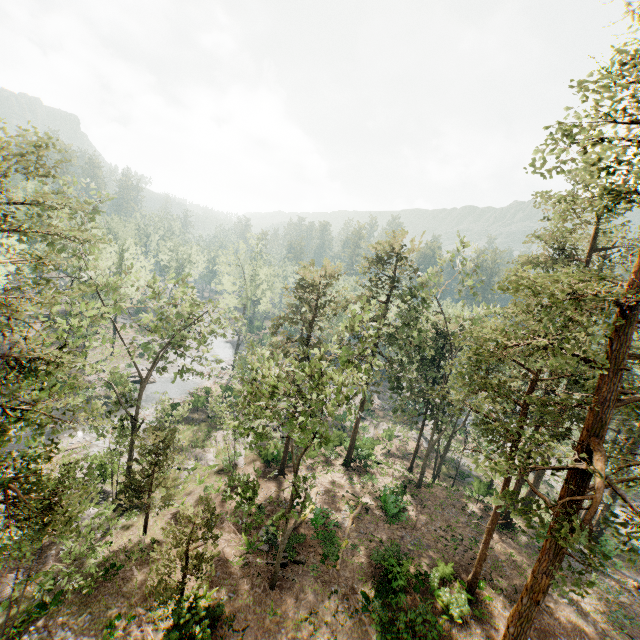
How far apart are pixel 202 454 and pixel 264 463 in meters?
6.3 m

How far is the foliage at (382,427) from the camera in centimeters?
4253cm

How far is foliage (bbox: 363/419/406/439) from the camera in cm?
4253

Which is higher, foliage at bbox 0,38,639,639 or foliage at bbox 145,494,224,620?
foliage at bbox 0,38,639,639

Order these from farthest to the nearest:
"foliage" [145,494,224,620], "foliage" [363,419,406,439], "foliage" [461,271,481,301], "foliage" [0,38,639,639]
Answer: "foliage" [363,419,406,439]
"foliage" [461,271,481,301]
"foliage" [145,494,224,620]
"foliage" [0,38,639,639]

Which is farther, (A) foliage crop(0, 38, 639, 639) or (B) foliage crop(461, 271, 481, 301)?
(B) foliage crop(461, 271, 481, 301)
